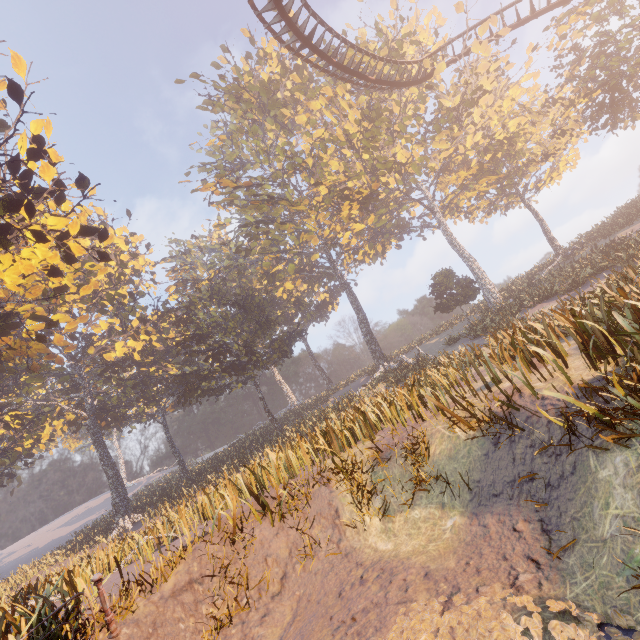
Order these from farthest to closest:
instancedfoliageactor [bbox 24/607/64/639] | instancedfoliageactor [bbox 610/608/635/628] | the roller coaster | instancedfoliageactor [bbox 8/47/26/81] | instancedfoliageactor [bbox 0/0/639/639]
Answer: the roller coaster < instancedfoliageactor [bbox 8/47/26/81] < instancedfoliageactor [bbox 0/0/639/639] < instancedfoliageactor [bbox 24/607/64/639] < instancedfoliageactor [bbox 610/608/635/628]

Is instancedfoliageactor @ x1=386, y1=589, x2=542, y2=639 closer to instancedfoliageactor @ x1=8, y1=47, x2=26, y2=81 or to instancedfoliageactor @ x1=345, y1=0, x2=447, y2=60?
instancedfoliageactor @ x1=8, y1=47, x2=26, y2=81

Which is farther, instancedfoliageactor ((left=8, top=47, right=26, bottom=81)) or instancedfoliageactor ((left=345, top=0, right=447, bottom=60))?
instancedfoliageactor ((left=345, top=0, right=447, bottom=60))

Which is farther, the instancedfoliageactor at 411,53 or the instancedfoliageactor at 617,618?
the instancedfoliageactor at 411,53

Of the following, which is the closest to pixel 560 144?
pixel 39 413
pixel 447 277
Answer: pixel 447 277

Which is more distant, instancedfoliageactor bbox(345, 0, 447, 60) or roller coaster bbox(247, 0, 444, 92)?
instancedfoliageactor bbox(345, 0, 447, 60)

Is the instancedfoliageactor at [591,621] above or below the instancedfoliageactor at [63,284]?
below
